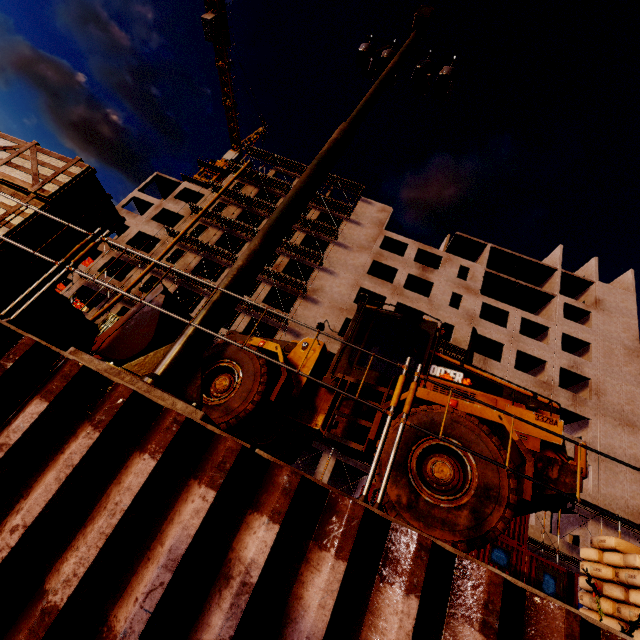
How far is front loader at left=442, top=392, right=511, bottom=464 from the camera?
4.5m

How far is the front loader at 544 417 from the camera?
5.31m

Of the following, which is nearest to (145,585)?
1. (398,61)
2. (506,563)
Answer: (398,61)

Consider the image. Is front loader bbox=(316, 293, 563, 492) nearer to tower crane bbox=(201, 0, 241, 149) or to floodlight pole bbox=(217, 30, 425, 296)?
floodlight pole bbox=(217, 30, 425, 296)

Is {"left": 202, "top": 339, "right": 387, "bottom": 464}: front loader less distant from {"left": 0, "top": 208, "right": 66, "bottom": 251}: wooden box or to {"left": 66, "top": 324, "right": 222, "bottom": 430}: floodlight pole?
{"left": 0, "top": 208, "right": 66, "bottom": 251}: wooden box

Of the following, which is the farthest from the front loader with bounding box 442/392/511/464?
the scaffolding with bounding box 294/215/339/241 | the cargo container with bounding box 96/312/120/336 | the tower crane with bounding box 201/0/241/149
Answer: the tower crane with bounding box 201/0/241/149

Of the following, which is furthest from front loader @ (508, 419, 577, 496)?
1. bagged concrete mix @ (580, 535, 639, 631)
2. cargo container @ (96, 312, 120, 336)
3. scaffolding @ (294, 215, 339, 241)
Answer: scaffolding @ (294, 215, 339, 241)
